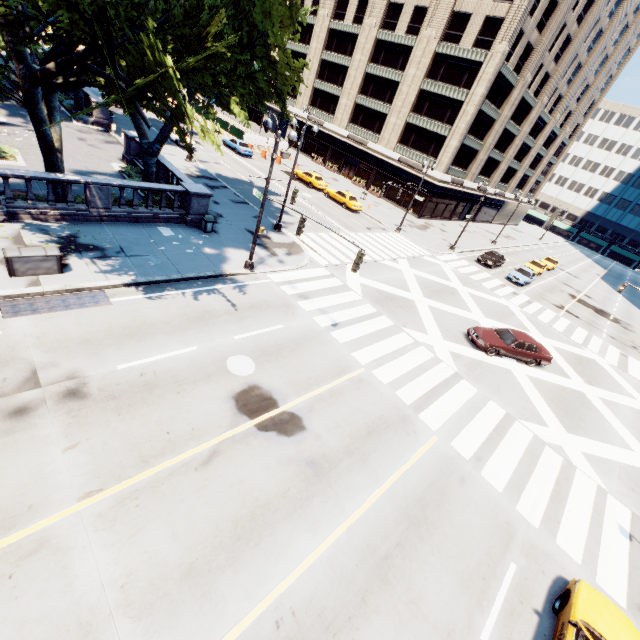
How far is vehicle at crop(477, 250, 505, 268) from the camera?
35.2m

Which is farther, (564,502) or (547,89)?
(547,89)

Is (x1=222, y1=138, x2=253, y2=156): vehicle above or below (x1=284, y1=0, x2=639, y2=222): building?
below

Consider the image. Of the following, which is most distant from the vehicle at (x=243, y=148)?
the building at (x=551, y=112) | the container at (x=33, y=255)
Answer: the container at (x=33, y=255)

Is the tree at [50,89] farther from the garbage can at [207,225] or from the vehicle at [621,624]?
the vehicle at [621,624]

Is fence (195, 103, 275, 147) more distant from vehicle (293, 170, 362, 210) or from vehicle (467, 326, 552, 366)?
vehicle (467, 326, 552, 366)

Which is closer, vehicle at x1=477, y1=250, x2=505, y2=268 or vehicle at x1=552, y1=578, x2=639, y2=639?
vehicle at x1=552, y1=578, x2=639, y2=639

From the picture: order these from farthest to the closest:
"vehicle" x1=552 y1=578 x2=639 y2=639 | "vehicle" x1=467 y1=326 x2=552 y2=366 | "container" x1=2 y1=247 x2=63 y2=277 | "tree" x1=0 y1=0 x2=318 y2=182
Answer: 1. "vehicle" x1=467 y1=326 x2=552 y2=366
2. "container" x1=2 y1=247 x2=63 y2=277
3. "tree" x1=0 y1=0 x2=318 y2=182
4. "vehicle" x1=552 y1=578 x2=639 y2=639
